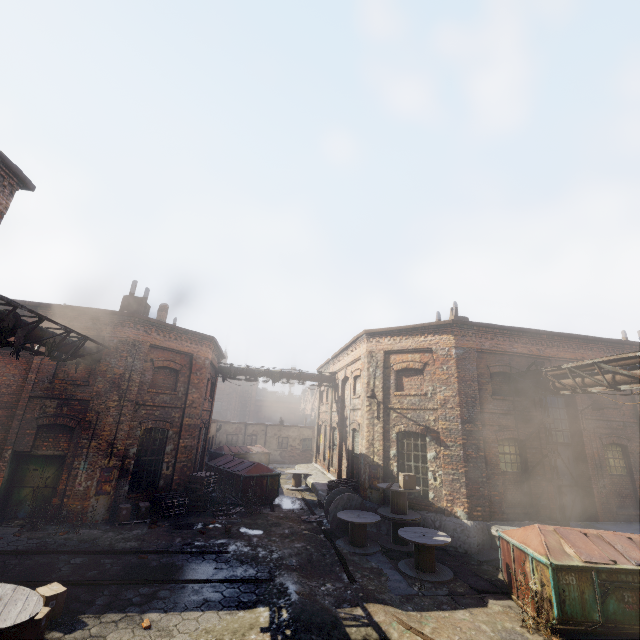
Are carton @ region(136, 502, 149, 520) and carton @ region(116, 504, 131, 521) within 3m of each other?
yes

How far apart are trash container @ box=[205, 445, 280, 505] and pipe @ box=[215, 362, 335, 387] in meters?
4.4 m

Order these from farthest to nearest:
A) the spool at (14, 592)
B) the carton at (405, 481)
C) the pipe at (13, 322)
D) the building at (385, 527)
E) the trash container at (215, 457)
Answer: the trash container at (215, 457) < the building at (385, 527) < the carton at (405, 481) < the pipe at (13, 322) < the spool at (14, 592)

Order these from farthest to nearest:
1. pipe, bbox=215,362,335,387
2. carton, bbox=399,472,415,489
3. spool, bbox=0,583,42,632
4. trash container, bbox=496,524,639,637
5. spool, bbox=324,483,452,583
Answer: pipe, bbox=215,362,335,387
carton, bbox=399,472,415,489
spool, bbox=324,483,452,583
trash container, bbox=496,524,639,637
spool, bbox=0,583,42,632

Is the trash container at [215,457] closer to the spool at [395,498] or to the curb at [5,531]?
the spool at [395,498]

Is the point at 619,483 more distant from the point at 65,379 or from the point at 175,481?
the point at 65,379

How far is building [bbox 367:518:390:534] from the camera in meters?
12.7 m

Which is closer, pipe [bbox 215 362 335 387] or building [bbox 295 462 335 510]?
building [bbox 295 462 335 510]
